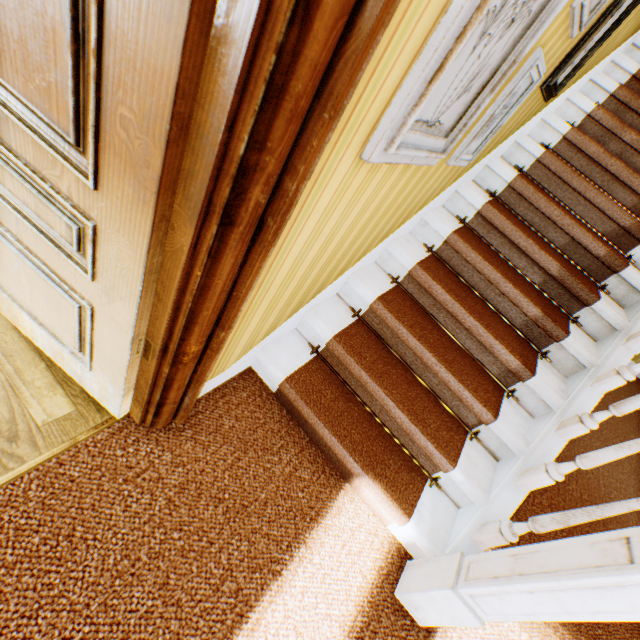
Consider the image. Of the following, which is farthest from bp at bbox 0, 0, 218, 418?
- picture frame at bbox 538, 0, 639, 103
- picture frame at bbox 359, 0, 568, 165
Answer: picture frame at bbox 538, 0, 639, 103

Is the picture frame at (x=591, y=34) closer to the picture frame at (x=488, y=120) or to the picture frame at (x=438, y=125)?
the picture frame at (x=488, y=120)

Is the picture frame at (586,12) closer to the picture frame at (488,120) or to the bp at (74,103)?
the picture frame at (488,120)

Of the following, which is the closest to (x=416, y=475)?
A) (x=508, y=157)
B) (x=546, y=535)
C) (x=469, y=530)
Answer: (x=469, y=530)

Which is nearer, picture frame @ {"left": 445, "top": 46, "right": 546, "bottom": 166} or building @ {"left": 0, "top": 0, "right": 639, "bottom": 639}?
building @ {"left": 0, "top": 0, "right": 639, "bottom": 639}

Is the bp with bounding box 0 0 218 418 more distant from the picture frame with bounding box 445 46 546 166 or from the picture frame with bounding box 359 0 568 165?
the picture frame with bounding box 445 46 546 166

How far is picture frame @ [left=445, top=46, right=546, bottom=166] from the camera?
1.6m

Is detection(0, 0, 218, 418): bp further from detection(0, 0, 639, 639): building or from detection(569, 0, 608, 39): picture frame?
detection(569, 0, 608, 39): picture frame
